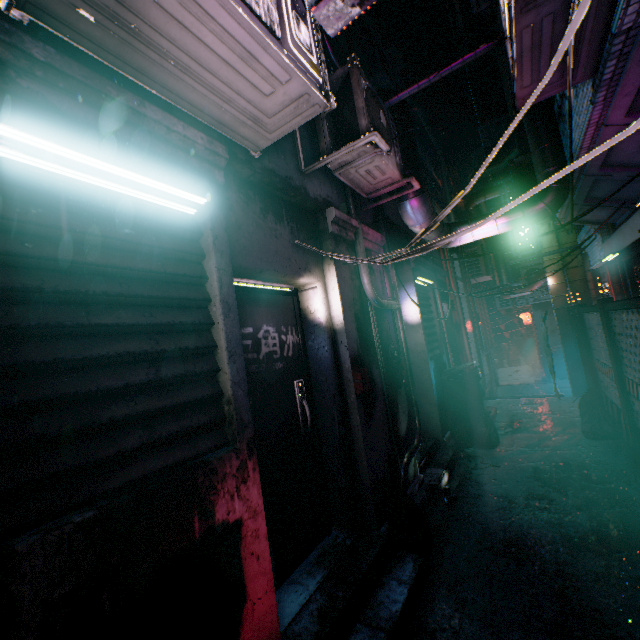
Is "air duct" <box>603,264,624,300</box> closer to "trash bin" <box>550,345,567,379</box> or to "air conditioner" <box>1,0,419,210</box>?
"trash bin" <box>550,345,567,379</box>

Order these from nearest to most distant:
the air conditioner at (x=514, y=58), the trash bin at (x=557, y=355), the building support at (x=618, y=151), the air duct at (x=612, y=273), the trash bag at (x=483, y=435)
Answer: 1. the air conditioner at (x=514, y=58)
2. the building support at (x=618, y=151)
3. the trash bag at (x=483, y=435)
4. the air duct at (x=612, y=273)
5. the trash bin at (x=557, y=355)

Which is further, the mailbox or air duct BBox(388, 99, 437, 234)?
air duct BBox(388, 99, 437, 234)

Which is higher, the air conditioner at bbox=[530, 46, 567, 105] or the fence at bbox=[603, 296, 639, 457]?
the air conditioner at bbox=[530, 46, 567, 105]

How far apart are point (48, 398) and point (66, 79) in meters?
1.2

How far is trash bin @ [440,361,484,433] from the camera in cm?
492

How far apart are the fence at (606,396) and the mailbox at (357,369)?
3.0 meters

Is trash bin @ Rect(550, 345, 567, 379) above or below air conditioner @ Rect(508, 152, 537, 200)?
below
